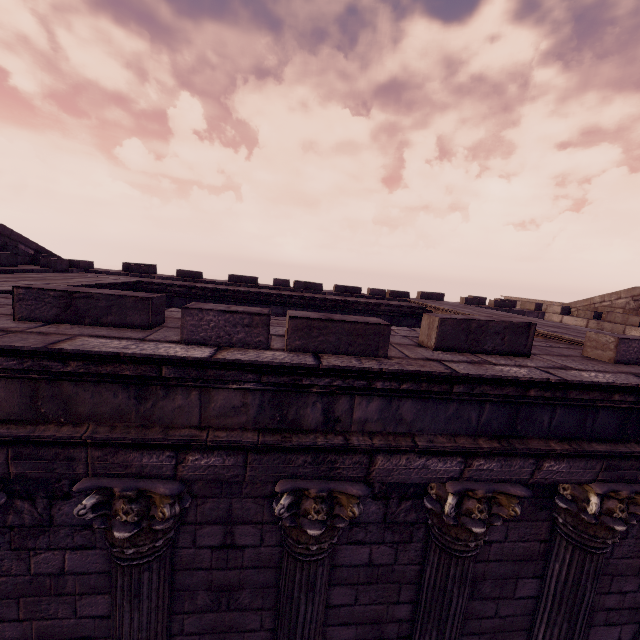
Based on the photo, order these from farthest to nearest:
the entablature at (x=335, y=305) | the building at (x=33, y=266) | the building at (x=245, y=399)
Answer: the building at (x=33, y=266) < the entablature at (x=335, y=305) < the building at (x=245, y=399)

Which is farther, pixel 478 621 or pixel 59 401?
pixel 478 621

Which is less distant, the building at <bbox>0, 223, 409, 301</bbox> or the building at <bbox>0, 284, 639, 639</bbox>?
the building at <bbox>0, 284, 639, 639</bbox>

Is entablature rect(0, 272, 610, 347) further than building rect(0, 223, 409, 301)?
No

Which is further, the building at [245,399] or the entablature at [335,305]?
the entablature at [335,305]

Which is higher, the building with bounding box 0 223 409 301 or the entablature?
the building with bounding box 0 223 409 301

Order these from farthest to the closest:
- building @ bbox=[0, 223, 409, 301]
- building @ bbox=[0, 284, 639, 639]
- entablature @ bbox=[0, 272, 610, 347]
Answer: building @ bbox=[0, 223, 409, 301], entablature @ bbox=[0, 272, 610, 347], building @ bbox=[0, 284, 639, 639]
